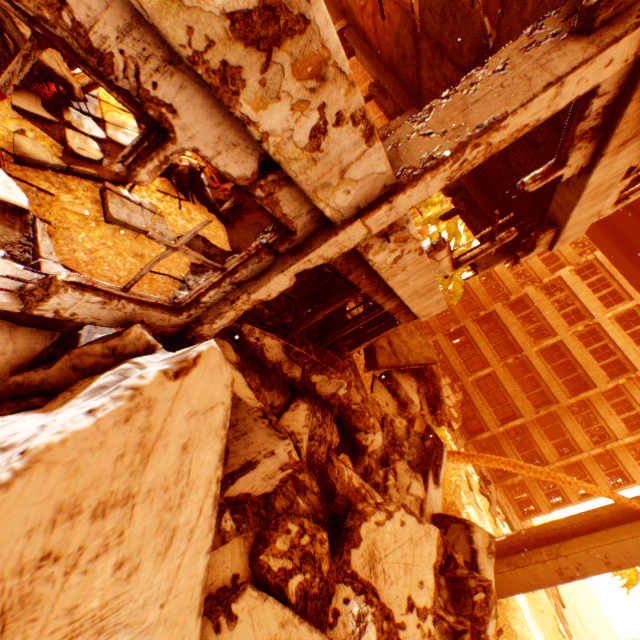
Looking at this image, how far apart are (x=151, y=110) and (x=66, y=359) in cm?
223

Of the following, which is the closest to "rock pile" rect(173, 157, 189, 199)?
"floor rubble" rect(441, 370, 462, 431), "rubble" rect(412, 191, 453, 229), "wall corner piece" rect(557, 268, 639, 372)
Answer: "floor rubble" rect(441, 370, 462, 431)

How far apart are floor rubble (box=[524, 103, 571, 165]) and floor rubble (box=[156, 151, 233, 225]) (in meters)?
5.38

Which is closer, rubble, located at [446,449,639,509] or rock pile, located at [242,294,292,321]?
rock pile, located at [242,294,292,321]

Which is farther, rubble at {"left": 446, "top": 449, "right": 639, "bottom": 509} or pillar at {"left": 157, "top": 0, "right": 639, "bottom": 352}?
rubble at {"left": 446, "top": 449, "right": 639, "bottom": 509}

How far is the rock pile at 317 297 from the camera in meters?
6.9 m

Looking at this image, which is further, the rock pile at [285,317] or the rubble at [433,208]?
the rubble at [433,208]

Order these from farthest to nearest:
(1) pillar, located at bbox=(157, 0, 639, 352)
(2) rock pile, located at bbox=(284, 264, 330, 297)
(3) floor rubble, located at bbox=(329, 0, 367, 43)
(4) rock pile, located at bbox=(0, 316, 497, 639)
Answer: (3) floor rubble, located at bbox=(329, 0, 367, 43), (2) rock pile, located at bbox=(284, 264, 330, 297), (1) pillar, located at bbox=(157, 0, 639, 352), (4) rock pile, located at bbox=(0, 316, 497, 639)
